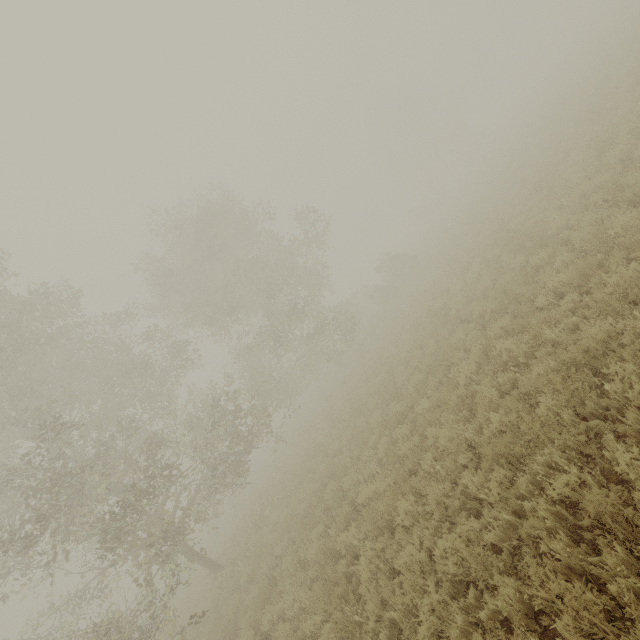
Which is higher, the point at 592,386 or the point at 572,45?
the point at 572,45
